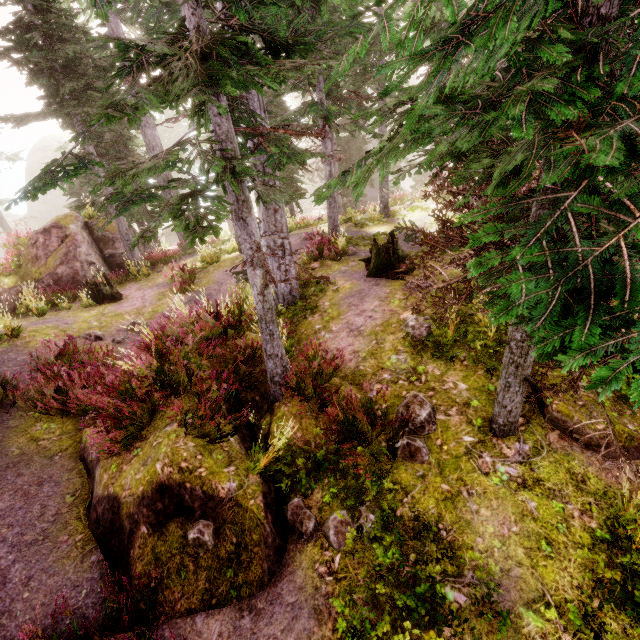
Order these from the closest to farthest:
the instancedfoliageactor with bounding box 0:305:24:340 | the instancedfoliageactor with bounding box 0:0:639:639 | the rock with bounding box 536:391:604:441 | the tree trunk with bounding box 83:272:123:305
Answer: the instancedfoliageactor with bounding box 0:0:639:639 < the rock with bounding box 536:391:604:441 < the instancedfoliageactor with bounding box 0:305:24:340 < the tree trunk with bounding box 83:272:123:305

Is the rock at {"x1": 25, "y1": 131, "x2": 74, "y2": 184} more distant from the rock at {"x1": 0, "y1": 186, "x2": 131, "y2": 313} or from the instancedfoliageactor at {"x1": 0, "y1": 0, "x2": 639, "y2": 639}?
the rock at {"x1": 0, "y1": 186, "x2": 131, "y2": 313}

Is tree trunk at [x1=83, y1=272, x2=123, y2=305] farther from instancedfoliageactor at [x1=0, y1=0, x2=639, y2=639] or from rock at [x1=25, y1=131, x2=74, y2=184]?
rock at [x1=25, y1=131, x2=74, y2=184]

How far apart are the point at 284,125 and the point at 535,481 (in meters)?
6.57

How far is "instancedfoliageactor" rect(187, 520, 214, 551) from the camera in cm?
414

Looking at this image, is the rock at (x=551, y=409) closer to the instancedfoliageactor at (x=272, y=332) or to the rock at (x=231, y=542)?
the instancedfoliageactor at (x=272, y=332)

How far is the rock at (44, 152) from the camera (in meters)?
42.34

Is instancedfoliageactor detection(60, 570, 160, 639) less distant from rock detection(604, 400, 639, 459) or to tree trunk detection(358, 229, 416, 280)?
rock detection(604, 400, 639, 459)
